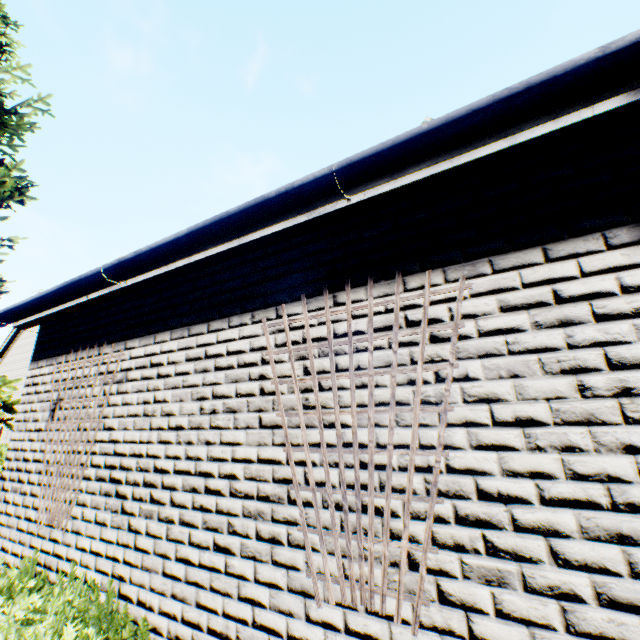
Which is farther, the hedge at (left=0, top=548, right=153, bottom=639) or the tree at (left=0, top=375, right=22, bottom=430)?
the tree at (left=0, top=375, right=22, bottom=430)

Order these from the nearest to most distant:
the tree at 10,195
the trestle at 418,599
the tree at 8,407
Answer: the trestle at 418,599 → the tree at 8,407 → the tree at 10,195

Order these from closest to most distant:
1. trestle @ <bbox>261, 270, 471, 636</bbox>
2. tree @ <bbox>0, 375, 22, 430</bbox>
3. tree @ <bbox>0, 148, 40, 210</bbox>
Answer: trestle @ <bbox>261, 270, 471, 636</bbox> < tree @ <bbox>0, 375, 22, 430</bbox> < tree @ <bbox>0, 148, 40, 210</bbox>

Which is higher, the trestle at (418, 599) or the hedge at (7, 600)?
the trestle at (418, 599)

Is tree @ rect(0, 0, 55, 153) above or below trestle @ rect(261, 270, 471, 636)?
above

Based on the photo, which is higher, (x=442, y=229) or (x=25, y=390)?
(x=442, y=229)

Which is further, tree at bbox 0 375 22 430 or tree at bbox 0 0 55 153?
tree at bbox 0 0 55 153

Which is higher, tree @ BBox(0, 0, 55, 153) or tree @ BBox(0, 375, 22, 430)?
tree @ BBox(0, 0, 55, 153)
